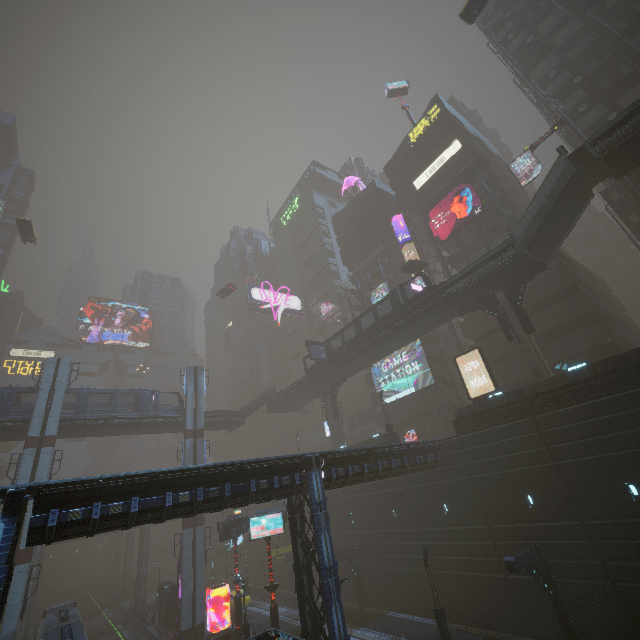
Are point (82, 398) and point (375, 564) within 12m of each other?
no

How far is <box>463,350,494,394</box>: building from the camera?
34.62m

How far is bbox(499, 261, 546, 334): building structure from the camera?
25.7 meters

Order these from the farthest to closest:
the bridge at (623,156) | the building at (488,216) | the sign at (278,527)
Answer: the building at (488,216) → the sign at (278,527) → the bridge at (623,156)

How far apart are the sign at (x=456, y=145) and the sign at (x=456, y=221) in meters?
5.6

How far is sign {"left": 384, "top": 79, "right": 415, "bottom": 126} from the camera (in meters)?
51.29

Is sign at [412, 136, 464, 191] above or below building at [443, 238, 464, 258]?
above

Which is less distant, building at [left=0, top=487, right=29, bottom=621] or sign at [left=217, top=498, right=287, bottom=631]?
building at [left=0, top=487, right=29, bottom=621]
